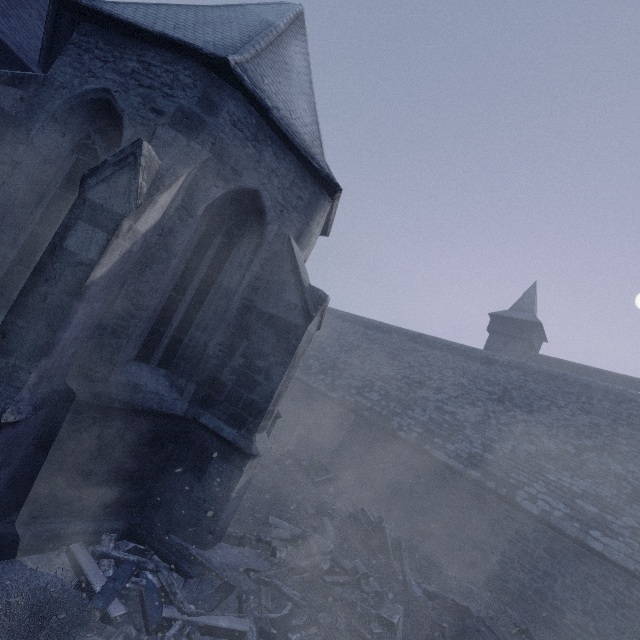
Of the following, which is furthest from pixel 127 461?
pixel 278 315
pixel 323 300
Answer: pixel 323 300

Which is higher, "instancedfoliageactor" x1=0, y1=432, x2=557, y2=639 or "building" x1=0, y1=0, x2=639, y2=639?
"building" x1=0, y1=0, x2=639, y2=639

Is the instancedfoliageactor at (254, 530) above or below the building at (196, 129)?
below
